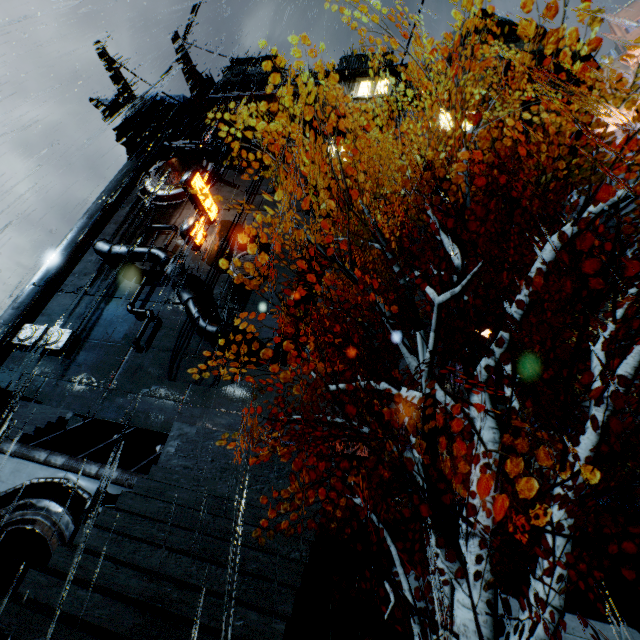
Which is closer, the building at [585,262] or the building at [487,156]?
the building at [585,262]

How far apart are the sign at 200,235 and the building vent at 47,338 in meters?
11.4

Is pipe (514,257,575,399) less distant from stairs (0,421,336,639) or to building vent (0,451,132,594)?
stairs (0,421,336,639)

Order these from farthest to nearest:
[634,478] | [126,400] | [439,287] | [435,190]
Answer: [435,190]
[439,287]
[126,400]
[634,478]

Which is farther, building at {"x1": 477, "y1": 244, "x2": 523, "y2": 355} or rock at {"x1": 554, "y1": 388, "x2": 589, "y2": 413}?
rock at {"x1": 554, "y1": 388, "x2": 589, "y2": 413}

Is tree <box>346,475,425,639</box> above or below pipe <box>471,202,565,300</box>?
below

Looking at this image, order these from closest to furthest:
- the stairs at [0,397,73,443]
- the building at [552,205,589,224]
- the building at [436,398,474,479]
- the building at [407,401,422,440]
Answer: the building at [436,398,474,479], the building at [407,401,422,440], the stairs at [0,397,73,443], the building at [552,205,589,224]

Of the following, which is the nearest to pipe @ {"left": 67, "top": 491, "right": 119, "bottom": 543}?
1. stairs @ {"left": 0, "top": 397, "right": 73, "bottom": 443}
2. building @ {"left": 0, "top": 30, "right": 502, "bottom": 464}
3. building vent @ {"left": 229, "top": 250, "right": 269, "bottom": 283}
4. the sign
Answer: building @ {"left": 0, "top": 30, "right": 502, "bottom": 464}
